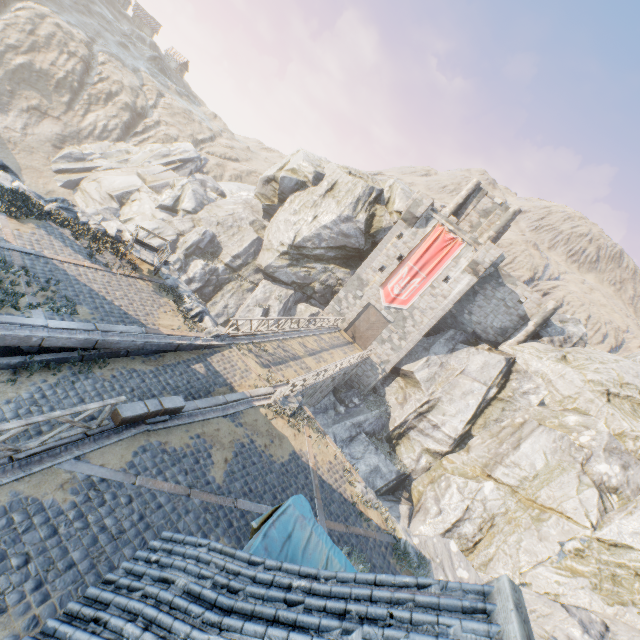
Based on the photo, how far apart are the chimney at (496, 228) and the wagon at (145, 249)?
28.5m

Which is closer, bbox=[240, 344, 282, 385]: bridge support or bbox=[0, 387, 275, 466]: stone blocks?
bbox=[0, 387, 275, 466]: stone blocks

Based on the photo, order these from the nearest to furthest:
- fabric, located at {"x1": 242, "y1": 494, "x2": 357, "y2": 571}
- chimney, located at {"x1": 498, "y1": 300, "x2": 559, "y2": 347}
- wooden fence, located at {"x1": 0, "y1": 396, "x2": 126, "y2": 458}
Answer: fabric, located at {"x1": 242, "y1": 494, "x2": 357, "y2": 571} < wooden fence, located at {"x1": 0, "y1": 396, "x2": 126, "y2": 458} < chimney, located at {"x1": 498, "y1": 300, "x2": 559, "y2": 347}

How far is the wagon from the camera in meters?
14.9

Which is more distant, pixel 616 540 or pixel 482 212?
pixel 482 212

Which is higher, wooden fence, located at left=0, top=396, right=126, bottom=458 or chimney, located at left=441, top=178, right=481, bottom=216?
chimney, located at left=441, top=178, right=481, bottom=216

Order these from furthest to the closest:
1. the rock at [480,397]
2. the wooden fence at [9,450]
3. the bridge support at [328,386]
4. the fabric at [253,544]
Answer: the bridge support at [328,386], the rock at [480,397], the wooden fence at [9,450], the fabric at [253,544]

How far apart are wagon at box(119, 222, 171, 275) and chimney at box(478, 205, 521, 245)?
28.5 meters
